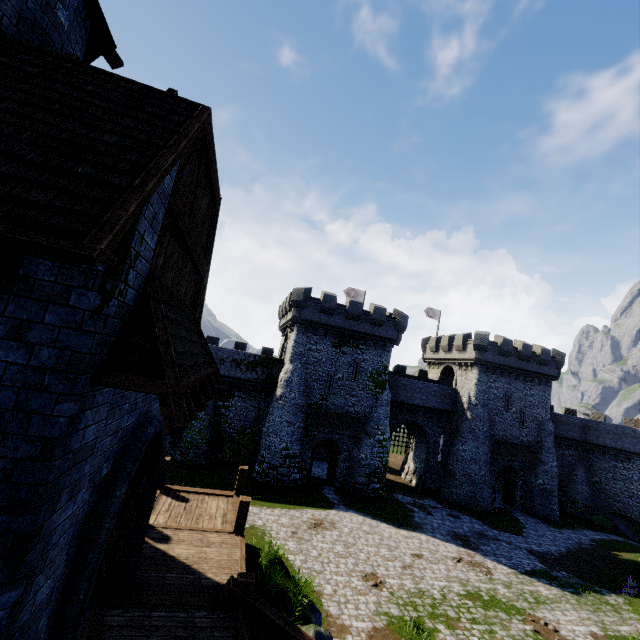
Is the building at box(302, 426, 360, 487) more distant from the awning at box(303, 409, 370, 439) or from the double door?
the double door

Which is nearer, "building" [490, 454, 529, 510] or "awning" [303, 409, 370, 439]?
"awning" [303, 409, 370, 439]

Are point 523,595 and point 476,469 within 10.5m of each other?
no

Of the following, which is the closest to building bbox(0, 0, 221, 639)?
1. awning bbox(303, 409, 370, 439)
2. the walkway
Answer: the walkway

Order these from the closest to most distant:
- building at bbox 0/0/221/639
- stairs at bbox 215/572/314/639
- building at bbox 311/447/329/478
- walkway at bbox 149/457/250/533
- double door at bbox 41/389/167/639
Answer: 1. building at bbox 0/0/221/639
2. double door at bbox 41/389/167/639
3. stairs at bbox 215/572/314/639
4. walkway at bbox 149/457/250/533
5. building at bbox 311/447/329/478

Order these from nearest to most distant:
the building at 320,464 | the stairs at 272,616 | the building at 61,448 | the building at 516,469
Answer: the building at 61,448 → the stairs at 272,616 → the building at 320,464 → the building at 516,469

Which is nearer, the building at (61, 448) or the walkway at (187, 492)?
the building at (61, 448)

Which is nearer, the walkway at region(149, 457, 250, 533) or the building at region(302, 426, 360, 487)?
the walkway at region(149, 457, 250, 533)
